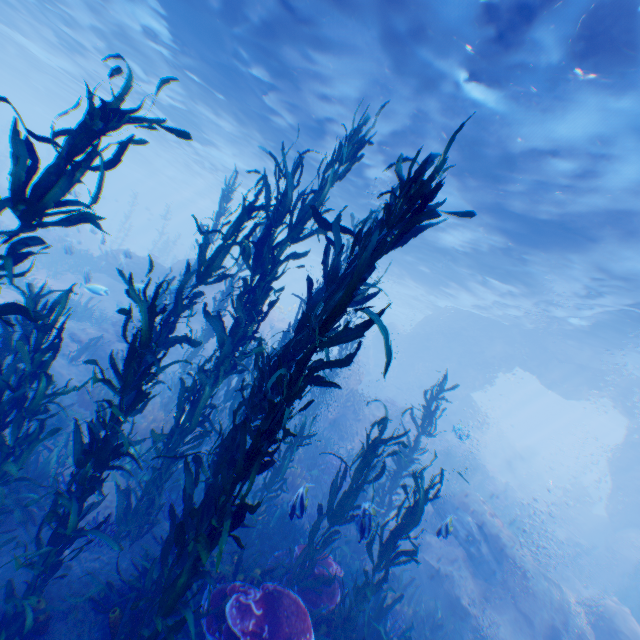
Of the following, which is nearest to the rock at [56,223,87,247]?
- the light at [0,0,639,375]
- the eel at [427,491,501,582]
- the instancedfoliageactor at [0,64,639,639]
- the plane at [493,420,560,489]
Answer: the light at [0,0,639,375]

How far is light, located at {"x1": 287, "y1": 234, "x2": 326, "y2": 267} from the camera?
36.2m

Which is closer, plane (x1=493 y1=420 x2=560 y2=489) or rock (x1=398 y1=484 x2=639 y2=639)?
rock (x1=398 y1=484 x2=639 y2=639)

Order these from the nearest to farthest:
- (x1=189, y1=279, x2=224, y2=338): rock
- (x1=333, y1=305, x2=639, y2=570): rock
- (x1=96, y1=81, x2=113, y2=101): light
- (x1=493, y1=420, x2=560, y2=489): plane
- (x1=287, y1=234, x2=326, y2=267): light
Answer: (x1=189, y1=279, x2=224, y2=338): rock → (x1=333, y1=305, x2=639, y2=570): rock → (x1=96, y1=81, x2=113, y2=101): light → (x1=493, y1=420, x2=560, y2=489): plane → (x1=287, y1=234, x2=326, y2=267): light

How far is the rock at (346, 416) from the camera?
16.3 meters

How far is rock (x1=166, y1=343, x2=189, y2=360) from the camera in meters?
18.2

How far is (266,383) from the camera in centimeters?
405cm
